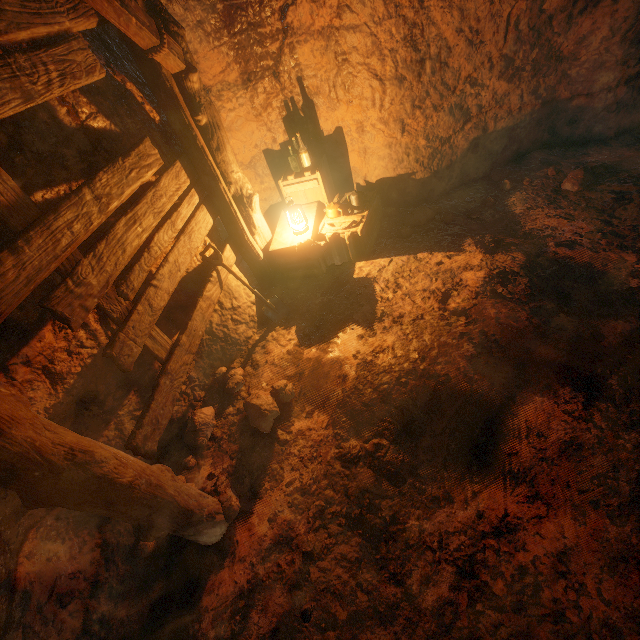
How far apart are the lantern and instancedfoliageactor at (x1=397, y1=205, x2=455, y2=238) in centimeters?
128cm

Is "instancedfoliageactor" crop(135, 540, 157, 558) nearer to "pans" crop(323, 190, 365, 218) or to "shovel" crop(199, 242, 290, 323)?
"shovel" crop(199, 242, 290, 323)

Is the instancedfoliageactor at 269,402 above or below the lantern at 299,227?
below

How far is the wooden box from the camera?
4.32m

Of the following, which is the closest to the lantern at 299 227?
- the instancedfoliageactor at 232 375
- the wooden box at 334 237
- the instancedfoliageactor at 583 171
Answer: the wooden box at 334 237

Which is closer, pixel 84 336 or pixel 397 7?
pixel 84 336

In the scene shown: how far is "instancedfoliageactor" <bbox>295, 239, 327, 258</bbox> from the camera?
4.1m

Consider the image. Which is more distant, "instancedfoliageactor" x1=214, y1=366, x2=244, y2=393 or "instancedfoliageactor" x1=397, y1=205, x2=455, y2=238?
"instancedfoliageactor" x1=397, y1=205, x2=455, y2=238
